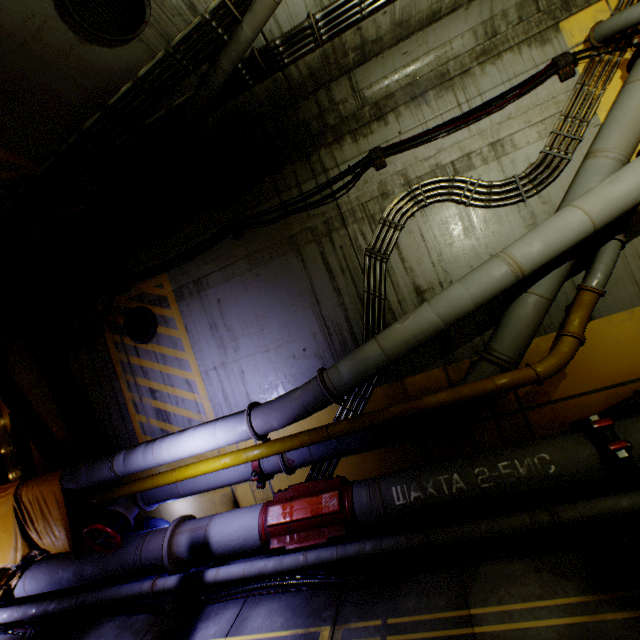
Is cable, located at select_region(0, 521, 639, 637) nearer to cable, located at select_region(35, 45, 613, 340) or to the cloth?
the cloth

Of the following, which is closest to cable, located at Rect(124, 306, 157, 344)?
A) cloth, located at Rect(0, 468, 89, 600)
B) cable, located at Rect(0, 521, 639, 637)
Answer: cloth, located at Rect(0, 468, 89, 600)

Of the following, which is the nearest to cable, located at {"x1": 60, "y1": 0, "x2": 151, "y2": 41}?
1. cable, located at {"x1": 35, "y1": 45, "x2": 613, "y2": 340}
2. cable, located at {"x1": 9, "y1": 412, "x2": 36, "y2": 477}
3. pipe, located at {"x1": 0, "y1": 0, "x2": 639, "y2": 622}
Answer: pipe, located at {"x1": 0, "y1": 0, "x2": 639, "y2": 622}

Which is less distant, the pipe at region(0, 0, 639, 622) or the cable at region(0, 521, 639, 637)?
the cable at region(0, 521, 639, 637)

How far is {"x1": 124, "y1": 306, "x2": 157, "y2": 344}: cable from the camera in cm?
698

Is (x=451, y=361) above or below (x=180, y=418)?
below

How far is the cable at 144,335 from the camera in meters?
7.0 m

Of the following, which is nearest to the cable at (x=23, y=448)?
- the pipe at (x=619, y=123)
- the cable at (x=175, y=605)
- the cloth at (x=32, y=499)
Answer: the pipe at (x=619, y=123)
